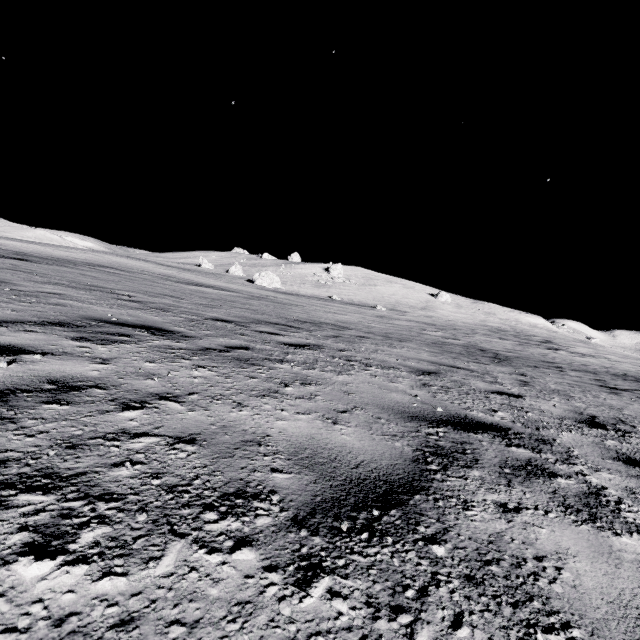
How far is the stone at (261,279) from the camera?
43.0 meters

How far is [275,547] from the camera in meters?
1.1 m

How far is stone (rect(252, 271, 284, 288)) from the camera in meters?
43.0
